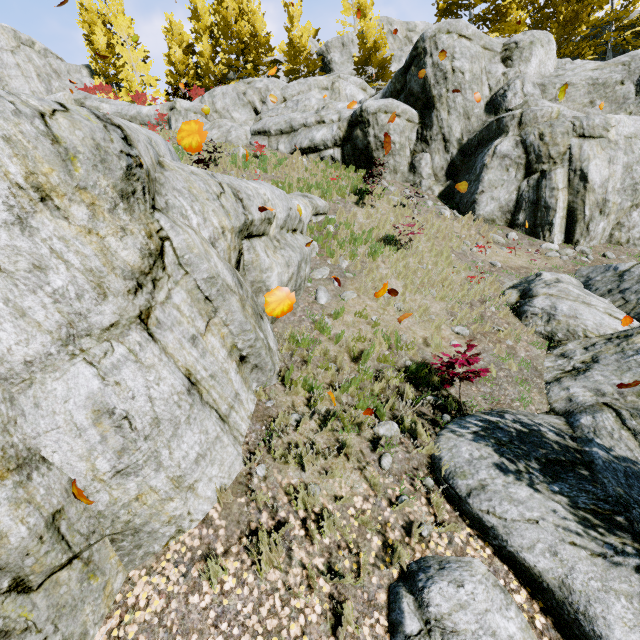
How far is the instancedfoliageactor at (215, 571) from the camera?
3.3m

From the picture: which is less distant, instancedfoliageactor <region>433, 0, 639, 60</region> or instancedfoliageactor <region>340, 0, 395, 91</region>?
instancedfoliageactor <region>433, 0, 639, 60</region>

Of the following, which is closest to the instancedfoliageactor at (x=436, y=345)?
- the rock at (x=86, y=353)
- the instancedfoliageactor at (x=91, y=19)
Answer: the rock at (x=86, y=353)

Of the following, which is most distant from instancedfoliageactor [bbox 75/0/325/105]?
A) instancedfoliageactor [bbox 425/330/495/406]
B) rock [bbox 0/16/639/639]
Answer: instancedfoliageactor [bbox 425/330/495/406]

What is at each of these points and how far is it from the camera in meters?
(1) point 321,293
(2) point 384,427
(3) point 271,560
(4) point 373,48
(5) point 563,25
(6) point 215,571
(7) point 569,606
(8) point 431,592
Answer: (1) rock, 7.4 m
(2) rock, 4.9 m
(3) instancedfoliageactor, 3.5 m
(4) instancedfoliageactor, 24.3 m
(5) instancedfoliageactor, 18.4 m
(6) instancedfoliageactor, 3.4 m
(7) rock, 3.3 m
(8) rock, 3.2 m

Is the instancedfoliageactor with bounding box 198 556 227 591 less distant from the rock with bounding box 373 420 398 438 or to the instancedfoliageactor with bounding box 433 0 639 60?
the rock with bounding box 373 420 398 438
